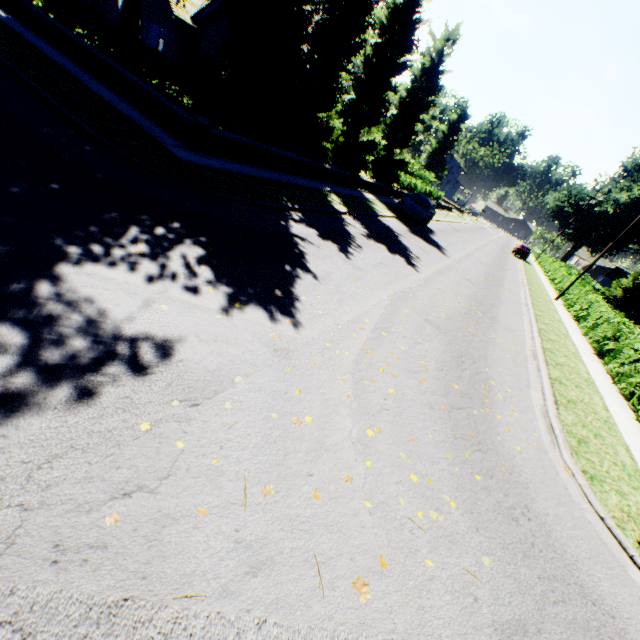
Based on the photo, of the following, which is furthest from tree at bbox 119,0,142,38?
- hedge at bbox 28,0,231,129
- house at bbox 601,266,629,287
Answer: house at bbox 601,266,629,287

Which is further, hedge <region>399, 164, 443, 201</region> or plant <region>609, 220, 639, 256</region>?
plant <region>609, 220, 639, 256</region>

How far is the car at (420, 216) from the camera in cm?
1977

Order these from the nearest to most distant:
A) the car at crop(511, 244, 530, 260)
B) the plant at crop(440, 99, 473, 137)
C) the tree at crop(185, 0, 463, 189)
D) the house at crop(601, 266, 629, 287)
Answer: the tree at crop(185, 0, 463, 189)
the car at crop(511, 244, 530, 260)
the house at crop(601, 266, 629, 287)
the plant at crop(440, 99, 473, 137)

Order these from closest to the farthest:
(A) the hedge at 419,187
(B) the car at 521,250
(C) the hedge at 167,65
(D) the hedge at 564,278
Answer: (C) the hedge at 167,65 < (D) the hedge at 564,278 < (A) the hedge at 419,187 < (B) the car at 521,250

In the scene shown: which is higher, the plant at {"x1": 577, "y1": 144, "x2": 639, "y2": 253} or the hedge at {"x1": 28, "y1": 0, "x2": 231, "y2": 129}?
the plant at {"x1": 577, "y1": 144, "x2": 639, "y2": 253}

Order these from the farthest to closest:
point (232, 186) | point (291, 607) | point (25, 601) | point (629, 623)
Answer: point (232, 186) < point (629, 623) < point (291, 607) < point (25, 601)
